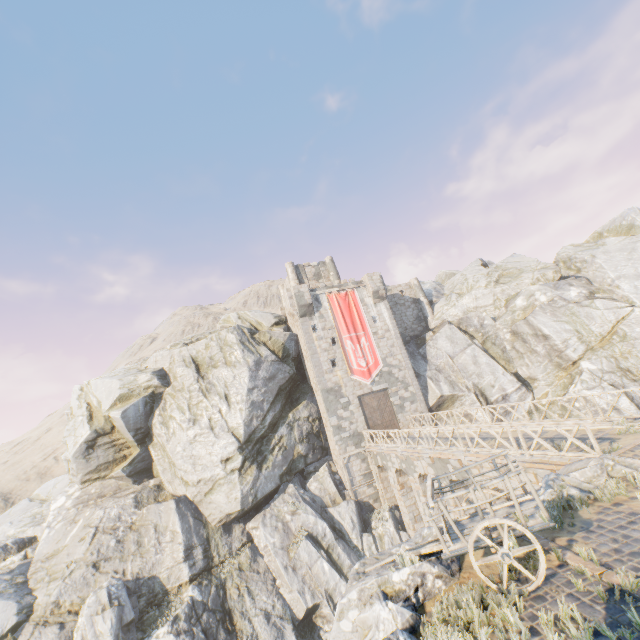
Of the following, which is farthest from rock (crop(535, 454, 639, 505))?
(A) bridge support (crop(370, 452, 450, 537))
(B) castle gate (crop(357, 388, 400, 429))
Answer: (B) castle gate (crop(357, 388, 400, 429))

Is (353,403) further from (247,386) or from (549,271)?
(549,271)

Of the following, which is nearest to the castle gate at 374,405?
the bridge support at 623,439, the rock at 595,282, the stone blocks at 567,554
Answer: the rock at 595,282

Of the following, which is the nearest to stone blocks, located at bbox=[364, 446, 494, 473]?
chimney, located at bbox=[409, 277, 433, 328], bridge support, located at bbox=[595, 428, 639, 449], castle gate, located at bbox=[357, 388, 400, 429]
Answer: bridge support, located at bbox=[595, 428, 639, 449]

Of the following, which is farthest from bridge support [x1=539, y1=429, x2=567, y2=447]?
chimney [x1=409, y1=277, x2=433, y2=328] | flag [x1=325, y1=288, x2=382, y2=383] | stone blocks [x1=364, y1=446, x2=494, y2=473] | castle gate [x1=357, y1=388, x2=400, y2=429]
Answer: chimney [x1=409, y1=277, x2=433, y2=328]

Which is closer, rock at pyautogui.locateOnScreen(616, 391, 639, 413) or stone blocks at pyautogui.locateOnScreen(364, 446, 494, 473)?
stone blocks at pyautogui.locateOnScreen(364, 446, 494, 473)

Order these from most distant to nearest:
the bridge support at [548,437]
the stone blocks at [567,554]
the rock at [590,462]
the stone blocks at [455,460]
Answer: the stone blocks at [455,460] → the bridge support at [548,437] → the rock at [590,462] → the stone blocks at [567,554]

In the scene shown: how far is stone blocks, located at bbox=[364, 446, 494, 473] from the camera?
14.30m
